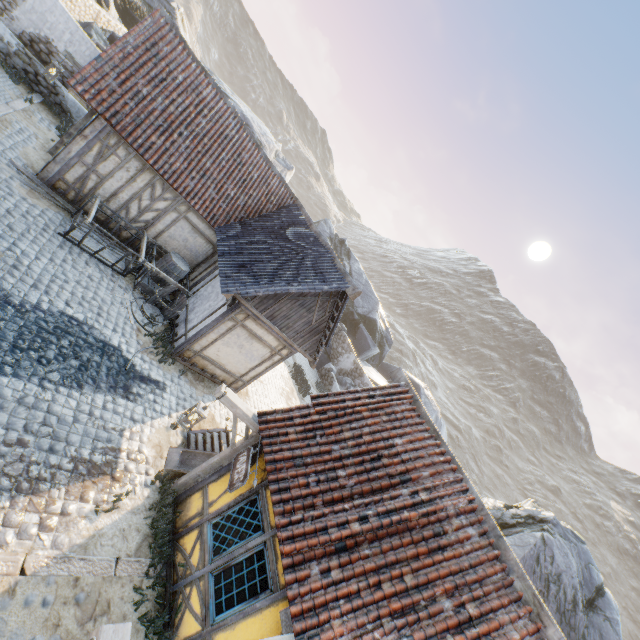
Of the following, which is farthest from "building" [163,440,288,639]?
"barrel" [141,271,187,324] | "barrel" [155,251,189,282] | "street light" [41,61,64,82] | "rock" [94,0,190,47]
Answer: "street light" [41,61,64,82]

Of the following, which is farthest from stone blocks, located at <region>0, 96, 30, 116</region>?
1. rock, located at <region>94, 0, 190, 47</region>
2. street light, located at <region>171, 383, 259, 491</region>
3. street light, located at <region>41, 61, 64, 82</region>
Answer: street light, located at <region>41, 61, 64, 82</region>

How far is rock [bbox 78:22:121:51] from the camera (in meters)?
16.39

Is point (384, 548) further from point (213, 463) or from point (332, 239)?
point (332, 239)

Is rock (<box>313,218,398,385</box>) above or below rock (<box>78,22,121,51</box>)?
above

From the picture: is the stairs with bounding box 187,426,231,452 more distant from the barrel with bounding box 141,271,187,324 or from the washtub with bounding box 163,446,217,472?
the barrel with bounding box 141,271,187,324

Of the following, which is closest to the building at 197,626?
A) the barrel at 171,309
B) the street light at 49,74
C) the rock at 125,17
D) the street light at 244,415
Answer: the street light at 244,415

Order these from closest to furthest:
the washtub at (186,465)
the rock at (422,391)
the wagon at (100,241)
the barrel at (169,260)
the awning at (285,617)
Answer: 1. the awning at (285,617)
2. the washtub at (186,465)
3. the wagon at (100,241)
4. the barrel at (169,260)
5. the rock at (422,391)
